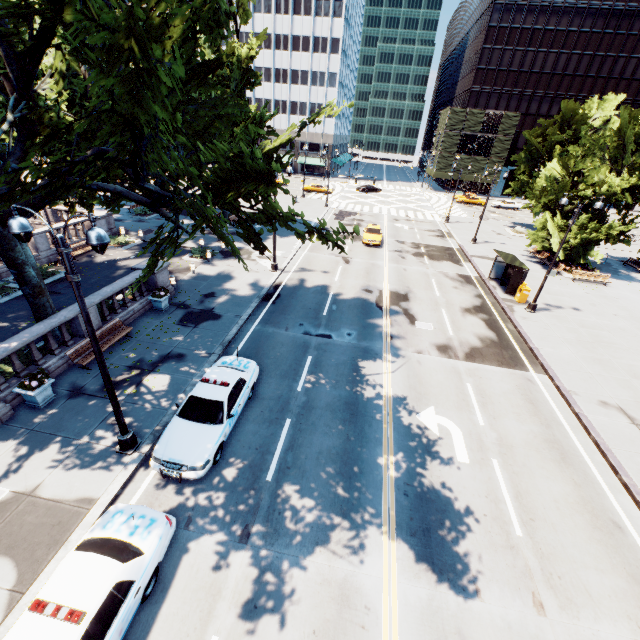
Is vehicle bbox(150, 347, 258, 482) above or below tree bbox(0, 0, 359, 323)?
below

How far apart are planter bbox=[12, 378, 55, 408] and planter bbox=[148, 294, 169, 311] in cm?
658

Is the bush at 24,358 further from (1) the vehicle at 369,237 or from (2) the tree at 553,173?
(1) the vehicle at 369,237

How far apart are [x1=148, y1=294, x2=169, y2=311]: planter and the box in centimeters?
2304cm

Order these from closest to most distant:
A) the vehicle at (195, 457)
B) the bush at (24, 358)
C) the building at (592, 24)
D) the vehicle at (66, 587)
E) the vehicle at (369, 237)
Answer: the vehicle at (66, 587) < the vehicle at (195, 457) < the bush at (24, 358) < the vehicle at (369, 237) < the building at (592, 24)

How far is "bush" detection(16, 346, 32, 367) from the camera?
13.0 meters

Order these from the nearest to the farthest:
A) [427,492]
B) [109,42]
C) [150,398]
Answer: [109,42]
[427,492]
[150,398]

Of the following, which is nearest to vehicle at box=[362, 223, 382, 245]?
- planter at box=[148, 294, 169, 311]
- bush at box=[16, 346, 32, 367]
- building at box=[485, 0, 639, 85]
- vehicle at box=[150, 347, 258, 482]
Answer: planter at box=[148, 294, 169, 311]
